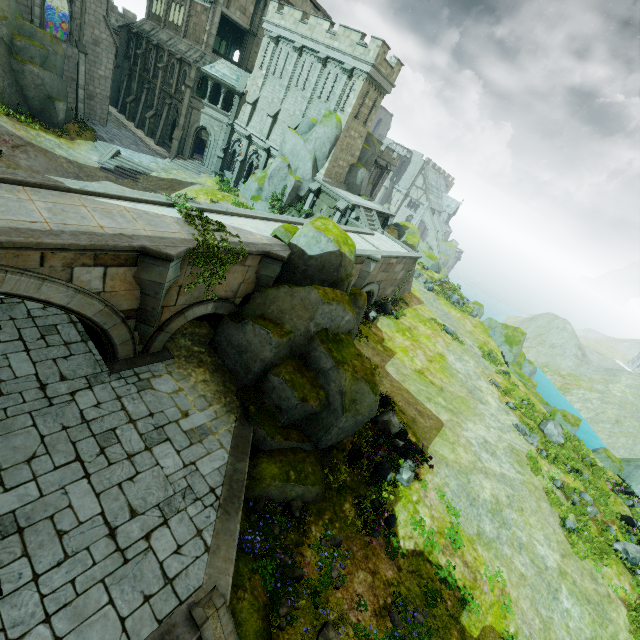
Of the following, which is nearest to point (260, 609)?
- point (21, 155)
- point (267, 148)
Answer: point (21, 155)

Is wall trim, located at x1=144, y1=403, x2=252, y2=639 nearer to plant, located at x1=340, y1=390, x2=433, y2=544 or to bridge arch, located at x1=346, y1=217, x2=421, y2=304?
plant, located at x1=340, y1=390, x2=433, y2=544

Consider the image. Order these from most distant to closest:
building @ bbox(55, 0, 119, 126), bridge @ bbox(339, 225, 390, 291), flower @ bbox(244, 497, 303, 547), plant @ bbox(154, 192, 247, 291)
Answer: building @ bbox(55, 0, 119, 126) < bridge @ bbox(339, 225, 390, 291) < plant @ bbox(154, 192, 247, 291) < flower @ bbox(244, 497, 303, 547)

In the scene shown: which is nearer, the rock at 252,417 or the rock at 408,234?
the rock at 252,417

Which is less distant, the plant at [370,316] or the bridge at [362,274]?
the bridge at [362,274]

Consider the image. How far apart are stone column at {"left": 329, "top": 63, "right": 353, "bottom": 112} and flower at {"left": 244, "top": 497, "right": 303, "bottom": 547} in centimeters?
2992cm

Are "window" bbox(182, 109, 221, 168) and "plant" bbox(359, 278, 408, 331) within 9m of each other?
no

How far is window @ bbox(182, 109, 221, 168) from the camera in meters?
34.3
